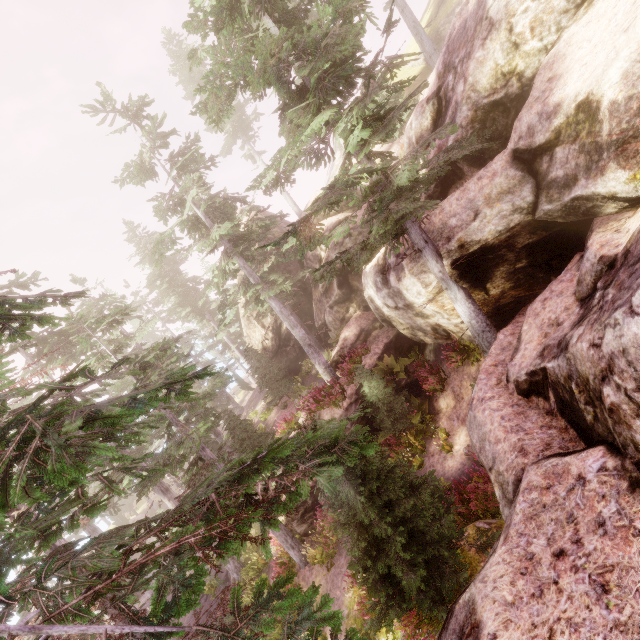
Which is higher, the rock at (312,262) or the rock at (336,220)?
the rock at (336,220)

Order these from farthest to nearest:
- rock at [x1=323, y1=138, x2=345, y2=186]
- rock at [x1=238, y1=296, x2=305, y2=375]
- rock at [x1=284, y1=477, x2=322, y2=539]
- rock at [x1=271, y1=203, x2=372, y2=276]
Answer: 1. rock at [x1=323, y1=138, x2=345, y2=186]
2. rock at [x1=238, y1=296, x2=305, y2=375]
3. rock at [x1=271, y1=203, x2=372, y2=276]
4. rock at [x1=284, y1=477, x2=322, y2=539]

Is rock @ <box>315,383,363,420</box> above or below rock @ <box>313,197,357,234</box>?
below

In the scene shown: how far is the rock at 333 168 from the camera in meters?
34.5 m

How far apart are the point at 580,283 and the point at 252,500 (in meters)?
14.45

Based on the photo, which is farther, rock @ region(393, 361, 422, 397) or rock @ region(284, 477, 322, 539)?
rock @ region(393, 361, 422, 397)

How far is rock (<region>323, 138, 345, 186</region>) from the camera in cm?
3450
